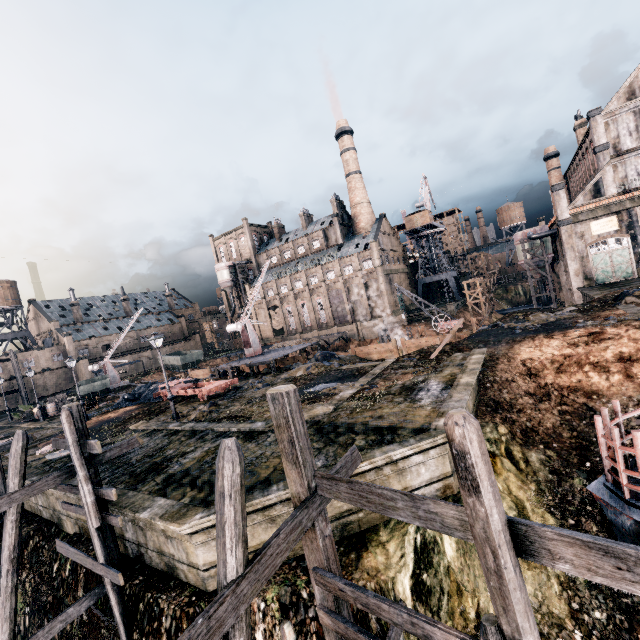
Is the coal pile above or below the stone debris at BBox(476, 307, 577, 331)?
above

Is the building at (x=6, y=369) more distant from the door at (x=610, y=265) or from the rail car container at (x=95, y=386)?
the door at (x=610, y=265)

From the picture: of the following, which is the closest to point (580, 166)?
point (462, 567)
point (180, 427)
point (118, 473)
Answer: point (462, 567)

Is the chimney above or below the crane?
above

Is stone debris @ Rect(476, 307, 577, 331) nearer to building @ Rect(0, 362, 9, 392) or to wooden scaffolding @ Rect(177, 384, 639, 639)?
wooden scaffolding @ Rect(177, 384, 639, 639)

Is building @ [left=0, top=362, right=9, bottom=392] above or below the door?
→ above

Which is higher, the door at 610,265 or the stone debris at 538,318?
the door at 610,265

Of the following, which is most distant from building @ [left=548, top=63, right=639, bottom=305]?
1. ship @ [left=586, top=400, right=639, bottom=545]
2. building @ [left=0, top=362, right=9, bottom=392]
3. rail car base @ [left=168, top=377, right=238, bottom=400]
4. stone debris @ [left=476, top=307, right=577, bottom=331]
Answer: building @ [left=0, top=362, right=9, bottom=392]
